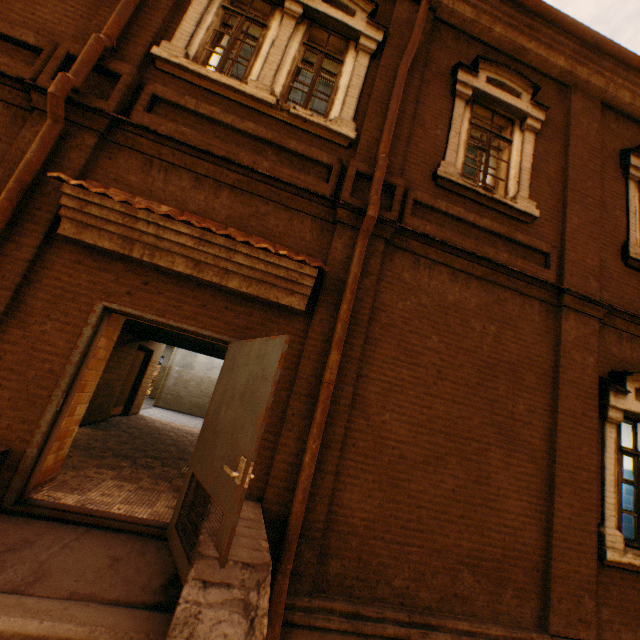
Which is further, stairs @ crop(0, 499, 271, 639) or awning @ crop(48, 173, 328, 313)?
awning @ crop(48, 173, 328, 313)

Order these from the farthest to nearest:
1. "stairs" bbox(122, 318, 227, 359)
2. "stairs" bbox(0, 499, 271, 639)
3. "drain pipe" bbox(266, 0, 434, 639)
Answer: "stairs" bbox(122, 318, 227, 359)
"drain pipe" bbox(266, 0, 434, 639)
"stairs" bbox(0, 499, 271, 639)

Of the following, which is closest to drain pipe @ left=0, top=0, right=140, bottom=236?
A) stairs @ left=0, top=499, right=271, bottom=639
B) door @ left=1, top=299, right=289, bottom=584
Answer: stairs @ left=0, top=499, right=271, bottom=639

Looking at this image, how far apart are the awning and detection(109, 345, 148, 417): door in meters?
6.3

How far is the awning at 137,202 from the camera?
3.6 meters

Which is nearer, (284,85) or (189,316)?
(189,316)

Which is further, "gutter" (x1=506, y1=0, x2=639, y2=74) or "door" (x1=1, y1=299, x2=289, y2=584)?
"gutter" (x1=506, y1=0, x2=639, y2=74)

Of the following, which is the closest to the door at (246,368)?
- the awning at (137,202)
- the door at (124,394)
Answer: the awning at (137,202)
